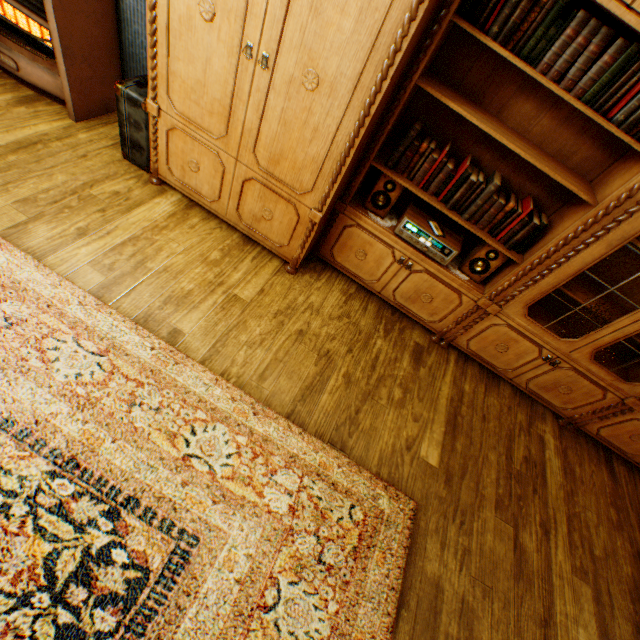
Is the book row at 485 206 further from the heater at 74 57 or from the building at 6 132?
the heater at 74 57

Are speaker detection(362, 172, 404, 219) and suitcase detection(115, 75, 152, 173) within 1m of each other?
no

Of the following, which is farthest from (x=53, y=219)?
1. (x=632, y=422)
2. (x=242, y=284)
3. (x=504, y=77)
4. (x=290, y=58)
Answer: (x=632, y=422)

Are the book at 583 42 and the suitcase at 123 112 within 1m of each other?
no

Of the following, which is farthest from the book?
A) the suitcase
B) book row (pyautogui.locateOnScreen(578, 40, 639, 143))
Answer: the suitcase

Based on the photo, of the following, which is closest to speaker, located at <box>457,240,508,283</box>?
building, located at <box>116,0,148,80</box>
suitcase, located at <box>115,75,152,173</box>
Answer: building, located at <box>116,0,148,80</box>

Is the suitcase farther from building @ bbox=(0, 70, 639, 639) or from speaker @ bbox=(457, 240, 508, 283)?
speaker @ bbox=(457, 240, 508, 283)

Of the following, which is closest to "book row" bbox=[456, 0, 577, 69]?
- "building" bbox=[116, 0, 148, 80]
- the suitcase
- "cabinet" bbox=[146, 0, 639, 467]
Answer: "cabinet" bbox=[146, 0, 639, 467]
